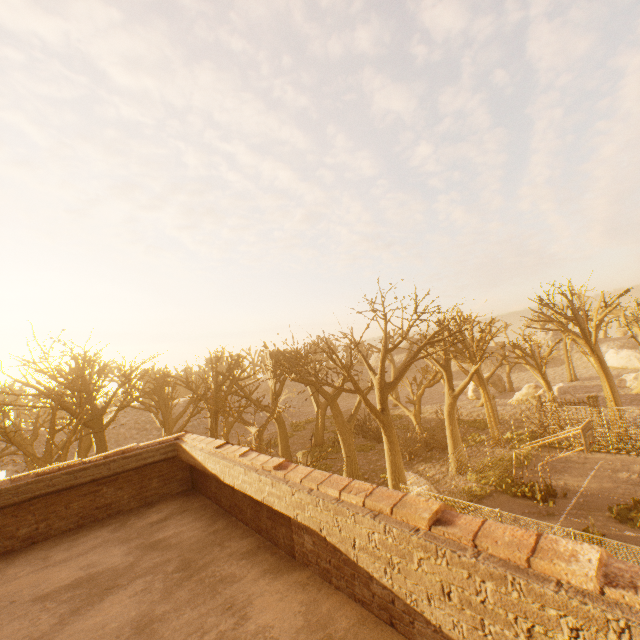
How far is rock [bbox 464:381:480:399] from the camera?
43.44m

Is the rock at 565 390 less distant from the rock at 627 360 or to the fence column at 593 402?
the fence column at 593 402

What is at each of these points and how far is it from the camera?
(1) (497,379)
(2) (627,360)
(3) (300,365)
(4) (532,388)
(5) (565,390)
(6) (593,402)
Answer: (1) rock, 46.09m
(2) rock, 48.25m
(3) tree, 14.93m
(4) rock, 36.19m
(5) rock, 33.94m
(6) fence column, 25.30m

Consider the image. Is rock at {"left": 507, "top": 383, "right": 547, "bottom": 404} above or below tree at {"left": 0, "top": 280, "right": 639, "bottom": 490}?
below

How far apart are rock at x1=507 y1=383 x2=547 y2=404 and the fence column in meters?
10.5

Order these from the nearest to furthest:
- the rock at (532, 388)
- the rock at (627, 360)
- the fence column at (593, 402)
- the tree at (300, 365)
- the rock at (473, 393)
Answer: the tree at (300, 365)
the fence column at (593, 402)
the rock at (532, 388)
the rock at (473, 393)
the rock at (627, 360)

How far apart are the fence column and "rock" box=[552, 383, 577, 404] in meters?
7.8 m

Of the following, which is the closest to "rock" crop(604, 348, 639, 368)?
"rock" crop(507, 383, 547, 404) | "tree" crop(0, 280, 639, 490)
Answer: "tree" crop(0, 280, 639, 490)
